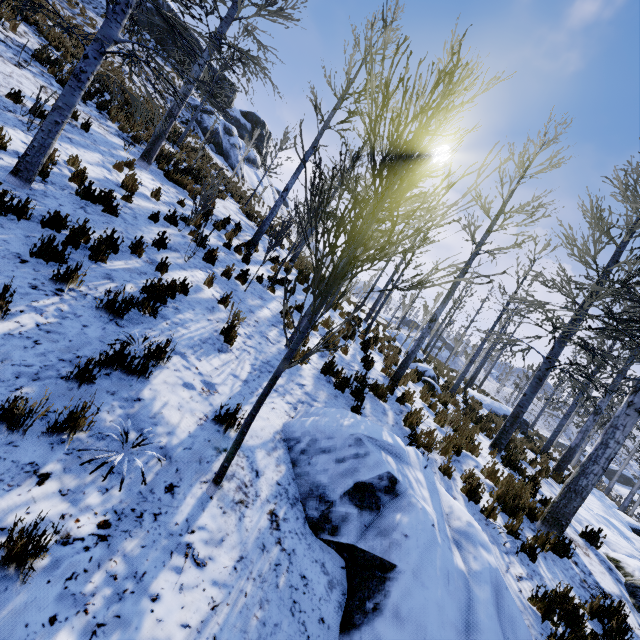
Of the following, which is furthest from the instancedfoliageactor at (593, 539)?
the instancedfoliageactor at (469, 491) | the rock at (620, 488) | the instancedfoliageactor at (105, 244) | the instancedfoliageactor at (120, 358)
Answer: the rock at (620, 488)

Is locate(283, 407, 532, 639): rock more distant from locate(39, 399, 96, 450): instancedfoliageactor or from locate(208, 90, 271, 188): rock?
locate(208, 90, 271, 188): rock

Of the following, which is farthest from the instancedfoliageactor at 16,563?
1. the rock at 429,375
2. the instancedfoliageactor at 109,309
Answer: the rock at 429,375

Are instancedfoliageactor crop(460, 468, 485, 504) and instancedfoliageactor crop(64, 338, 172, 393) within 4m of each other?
no

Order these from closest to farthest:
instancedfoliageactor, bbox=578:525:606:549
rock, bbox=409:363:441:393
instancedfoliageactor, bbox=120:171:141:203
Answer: instancedfoliageactor, bbox=578:525:606:549 < instancedfoliageactor, bbox=120:171:141:203 < rock, bbox=409:363:441:393

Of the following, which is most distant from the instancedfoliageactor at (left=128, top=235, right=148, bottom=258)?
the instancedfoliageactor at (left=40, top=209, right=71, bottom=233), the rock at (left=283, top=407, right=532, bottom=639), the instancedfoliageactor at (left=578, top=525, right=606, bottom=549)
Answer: the instancedfoliageactor at (left=578, top=525, right=606, bottom=549)

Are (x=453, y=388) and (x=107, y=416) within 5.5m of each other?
no

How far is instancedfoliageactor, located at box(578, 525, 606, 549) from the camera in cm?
618
